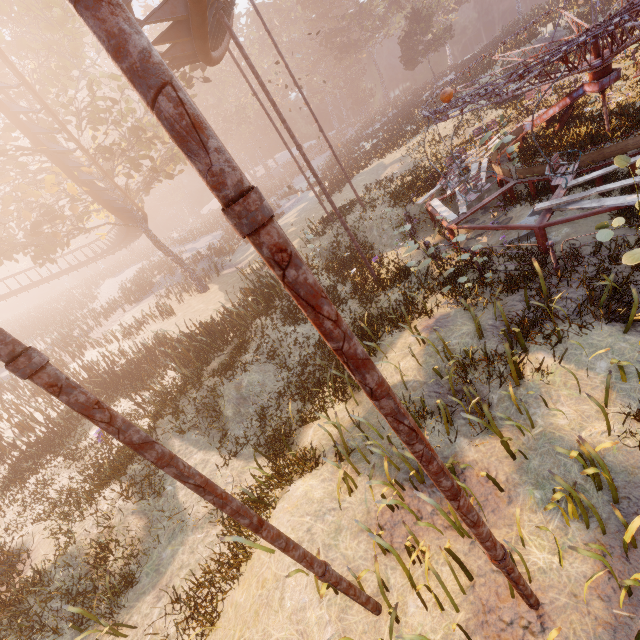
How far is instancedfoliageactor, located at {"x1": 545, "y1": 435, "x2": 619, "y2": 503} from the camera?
Answer: 4.1 meters

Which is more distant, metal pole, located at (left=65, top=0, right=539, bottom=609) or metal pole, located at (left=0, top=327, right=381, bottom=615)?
metal pole, located at (left=0, top=327, right=381, bottom=615)

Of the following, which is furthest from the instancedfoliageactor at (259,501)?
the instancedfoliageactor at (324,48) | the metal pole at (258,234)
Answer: the instancedfoliageactor at (324,48)

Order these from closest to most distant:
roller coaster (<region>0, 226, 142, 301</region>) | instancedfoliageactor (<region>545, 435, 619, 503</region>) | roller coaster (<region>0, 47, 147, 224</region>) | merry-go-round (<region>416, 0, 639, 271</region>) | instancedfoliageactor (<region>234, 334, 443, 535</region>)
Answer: instancedfoliageactor (<region>545, 435, 619, 503</region>)
instancedfoliageactor (<region>234, 334, 443, 535</region>)
merry-go-round (<region>416, 0, 639, 271</region>)
roller coaster (<region>0, 47, 147, 224</region>)
roller coaster (<region>0, 226, 142, 301</region>)

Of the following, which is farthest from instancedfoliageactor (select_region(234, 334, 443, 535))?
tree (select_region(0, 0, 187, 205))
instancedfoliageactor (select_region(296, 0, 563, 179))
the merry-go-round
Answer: instancedfoliageactor (select_region(296, 0, 563, 179))

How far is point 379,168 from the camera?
25.6 meters

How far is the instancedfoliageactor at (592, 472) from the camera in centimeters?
407cm

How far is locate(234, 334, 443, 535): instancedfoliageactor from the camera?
5.91m
